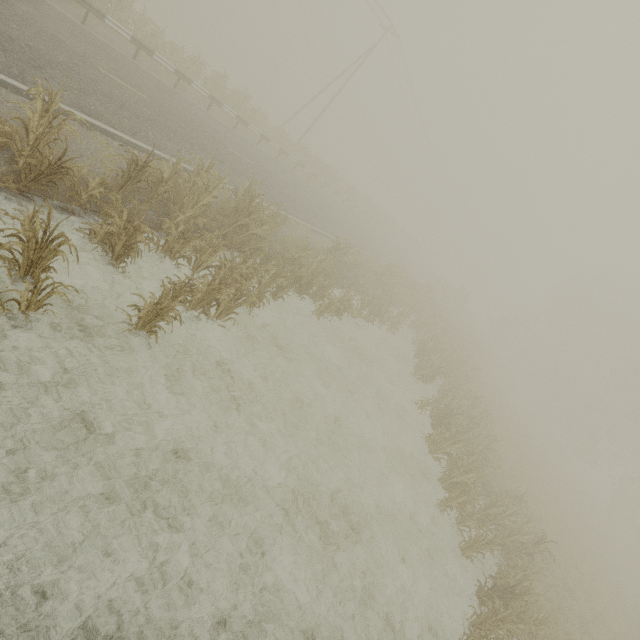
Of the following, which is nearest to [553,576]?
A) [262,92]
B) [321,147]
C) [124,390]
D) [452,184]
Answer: [124,390]

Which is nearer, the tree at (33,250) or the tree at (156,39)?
the tree at (33,250)

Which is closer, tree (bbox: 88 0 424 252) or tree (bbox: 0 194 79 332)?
tree (bbox: 0 194 79 332)
